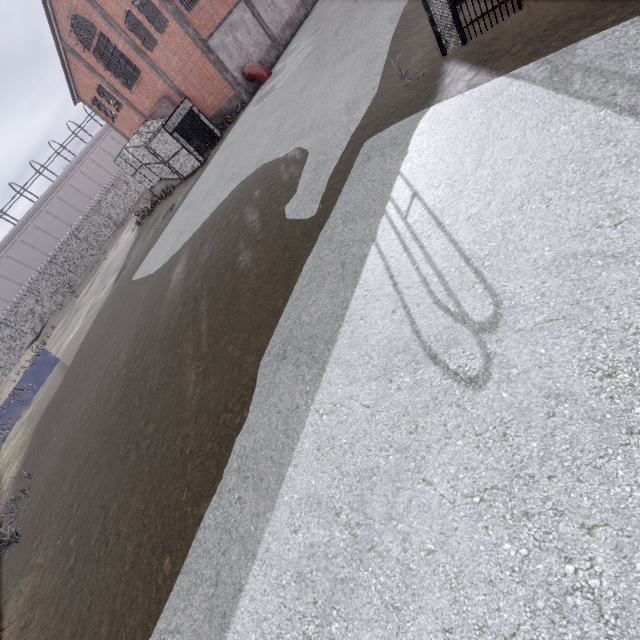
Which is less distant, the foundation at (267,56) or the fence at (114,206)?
the foundation at (267,56)

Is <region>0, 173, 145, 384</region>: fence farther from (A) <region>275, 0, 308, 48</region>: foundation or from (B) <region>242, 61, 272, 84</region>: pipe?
(B) <region>242, 61, 272, 84</region>: pipe

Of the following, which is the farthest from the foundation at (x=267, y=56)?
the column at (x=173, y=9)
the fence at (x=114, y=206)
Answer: the fence at (x=114, y=206)

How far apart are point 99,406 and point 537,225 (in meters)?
12.68

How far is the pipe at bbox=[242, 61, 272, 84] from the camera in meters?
22.2 m

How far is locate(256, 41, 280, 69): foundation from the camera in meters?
24.0

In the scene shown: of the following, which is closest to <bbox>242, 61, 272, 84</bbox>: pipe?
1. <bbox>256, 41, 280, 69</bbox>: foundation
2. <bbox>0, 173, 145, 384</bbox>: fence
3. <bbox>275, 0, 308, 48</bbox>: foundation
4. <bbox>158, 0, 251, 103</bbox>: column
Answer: <bbox>256, 41, 280, 69</bbox>: foundation

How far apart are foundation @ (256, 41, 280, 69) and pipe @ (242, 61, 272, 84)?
0.05m
